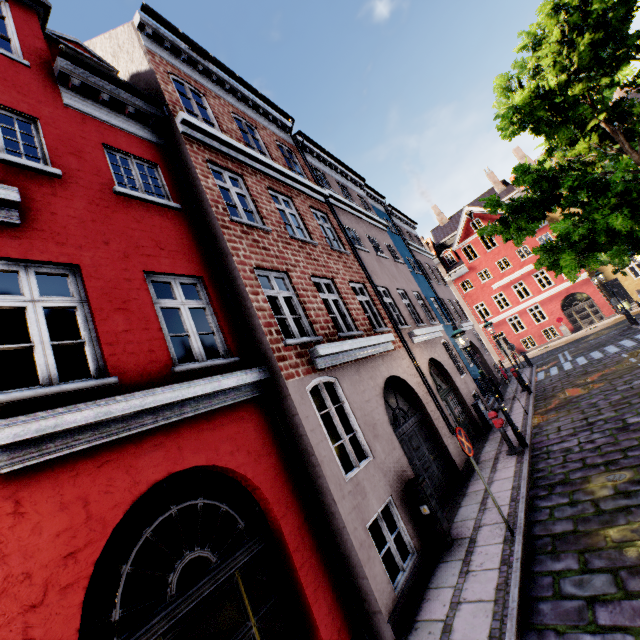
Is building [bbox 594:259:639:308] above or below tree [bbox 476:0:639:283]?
below

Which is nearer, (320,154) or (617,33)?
(617,33)

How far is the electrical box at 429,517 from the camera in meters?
6.2

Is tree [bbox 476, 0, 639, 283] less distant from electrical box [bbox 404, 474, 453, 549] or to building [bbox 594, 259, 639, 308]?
building [bbox 594, 259, 639, 308]

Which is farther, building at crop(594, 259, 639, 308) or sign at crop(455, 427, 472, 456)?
building at crop(594, 259, 639, 308)

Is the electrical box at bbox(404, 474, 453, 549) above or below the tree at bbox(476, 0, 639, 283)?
below

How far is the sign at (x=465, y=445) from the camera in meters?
5.8

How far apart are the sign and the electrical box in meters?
1.2
